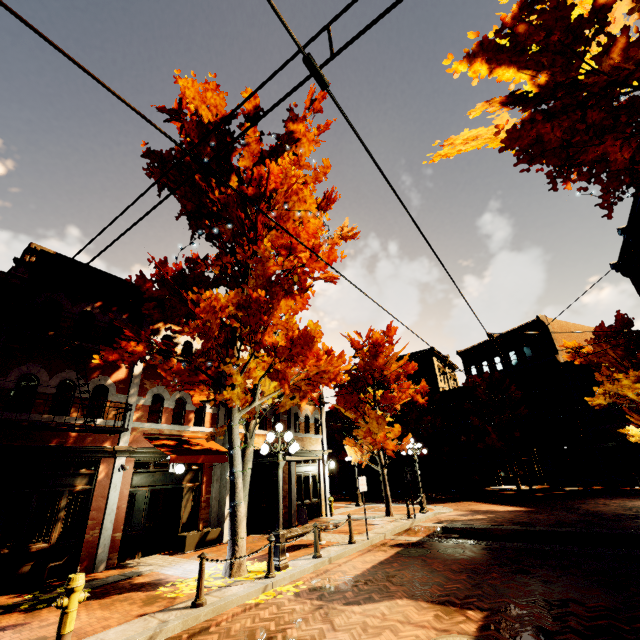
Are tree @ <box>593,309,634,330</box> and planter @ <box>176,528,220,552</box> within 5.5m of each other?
no

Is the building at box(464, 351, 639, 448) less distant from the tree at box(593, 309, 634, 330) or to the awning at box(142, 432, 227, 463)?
the awning at box(142, 432, 227, 463)

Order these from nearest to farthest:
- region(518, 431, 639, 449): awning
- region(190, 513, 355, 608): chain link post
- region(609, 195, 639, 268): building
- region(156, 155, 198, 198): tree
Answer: region(190, 513, 355, 608): chain link post
region(156, 155, 198, 198): tree
region(609, 195, 639, 268): building
region(518, 431, 639, 449): awning

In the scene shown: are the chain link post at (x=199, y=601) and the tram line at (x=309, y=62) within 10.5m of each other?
yes

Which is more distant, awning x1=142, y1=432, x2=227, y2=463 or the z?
the z

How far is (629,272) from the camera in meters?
23.4 m

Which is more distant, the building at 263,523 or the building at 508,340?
the building at 508,340

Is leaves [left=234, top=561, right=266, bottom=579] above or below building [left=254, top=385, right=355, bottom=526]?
below
